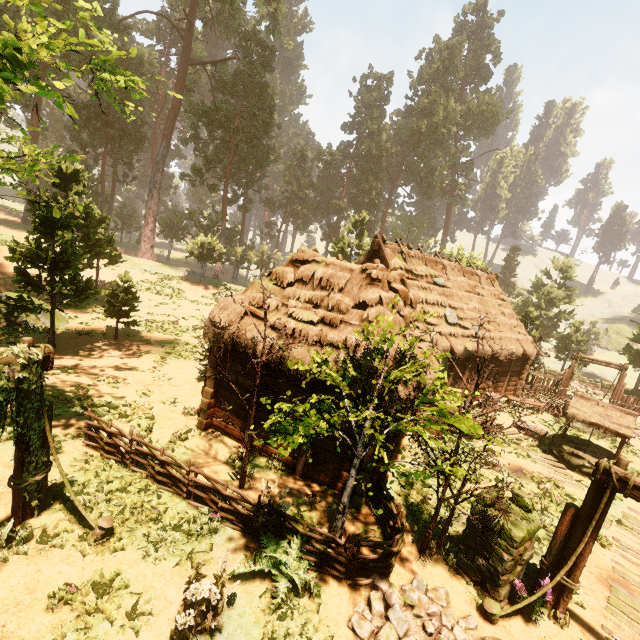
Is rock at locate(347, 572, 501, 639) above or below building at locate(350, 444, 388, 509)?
below

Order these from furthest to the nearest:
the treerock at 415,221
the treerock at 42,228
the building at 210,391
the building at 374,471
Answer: the treerock at 415,221 → the building at 210,391 → the building at 374,471 → the treerock at 42,228

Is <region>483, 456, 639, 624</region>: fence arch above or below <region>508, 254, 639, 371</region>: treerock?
Answer: below

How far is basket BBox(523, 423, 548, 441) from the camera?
15.45m

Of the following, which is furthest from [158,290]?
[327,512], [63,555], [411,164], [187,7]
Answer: [411,164]

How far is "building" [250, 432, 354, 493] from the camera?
9.0m

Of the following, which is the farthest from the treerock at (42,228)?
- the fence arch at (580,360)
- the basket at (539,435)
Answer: the basket at (539,435)

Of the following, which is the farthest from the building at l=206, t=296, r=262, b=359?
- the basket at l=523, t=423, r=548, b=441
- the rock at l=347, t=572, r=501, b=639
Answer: the basket at l=523, t=423, r=548, b=441
